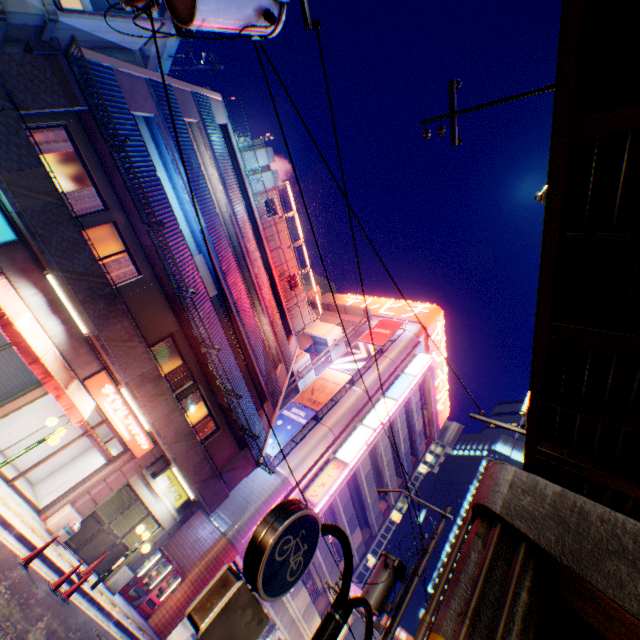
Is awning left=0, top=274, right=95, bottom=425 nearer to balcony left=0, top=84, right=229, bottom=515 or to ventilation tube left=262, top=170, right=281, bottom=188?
balcony left=0, top=84, right=229, bottom=515

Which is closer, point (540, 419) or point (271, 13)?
point (271, 13)

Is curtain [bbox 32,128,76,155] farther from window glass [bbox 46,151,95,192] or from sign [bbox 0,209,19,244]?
sign [bbox 0,209,19,244]

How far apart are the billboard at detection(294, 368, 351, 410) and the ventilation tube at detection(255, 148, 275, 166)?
16.4m

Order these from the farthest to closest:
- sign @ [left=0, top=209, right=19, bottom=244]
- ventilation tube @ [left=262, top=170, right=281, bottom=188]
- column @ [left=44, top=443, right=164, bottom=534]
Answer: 1. ventilation tube @ [left=262, top=170, right=281, bottom=188]
2. column @ [left=44, top=443, right=164, bottom=534]
3. sign @ [left=0, top=209, right=19, bottom=244]

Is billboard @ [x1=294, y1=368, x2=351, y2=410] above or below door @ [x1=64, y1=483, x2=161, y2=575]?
above

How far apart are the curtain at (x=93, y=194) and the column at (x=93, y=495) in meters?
9.1 m

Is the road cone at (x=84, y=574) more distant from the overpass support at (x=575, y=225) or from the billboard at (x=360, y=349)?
the billboard at (x=360, y=349)
